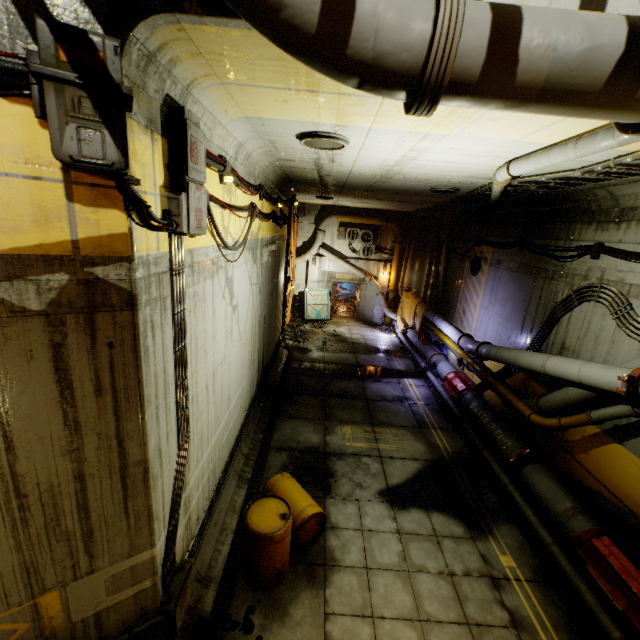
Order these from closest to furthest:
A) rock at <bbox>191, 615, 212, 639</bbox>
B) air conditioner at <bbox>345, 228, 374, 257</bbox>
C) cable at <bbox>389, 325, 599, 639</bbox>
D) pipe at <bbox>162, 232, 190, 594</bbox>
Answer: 1. pipe at <bbox>162, 232, 190, 594</bbox>
2. rock at <bbox>191, 615, 212, 639</bbox>
3. cable at <bbox>389, 325, 599, 639</bbox>
4. air conditioner at <bbox>345, 228, 374, 257</bbox>

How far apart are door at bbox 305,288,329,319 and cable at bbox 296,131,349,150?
14.50m

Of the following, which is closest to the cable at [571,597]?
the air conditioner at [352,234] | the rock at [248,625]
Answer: the air conditioner at [352,234]

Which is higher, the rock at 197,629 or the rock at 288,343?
the rock at 288,343

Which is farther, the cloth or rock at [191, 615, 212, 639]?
the cloth

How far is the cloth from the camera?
16.5m

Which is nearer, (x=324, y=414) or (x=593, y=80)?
(x=593, y=80)

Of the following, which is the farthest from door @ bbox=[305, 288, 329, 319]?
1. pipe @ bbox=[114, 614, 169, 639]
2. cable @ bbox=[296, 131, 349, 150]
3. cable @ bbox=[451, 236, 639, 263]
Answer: pipe @ bbox=[114, 614, 169, 639]
